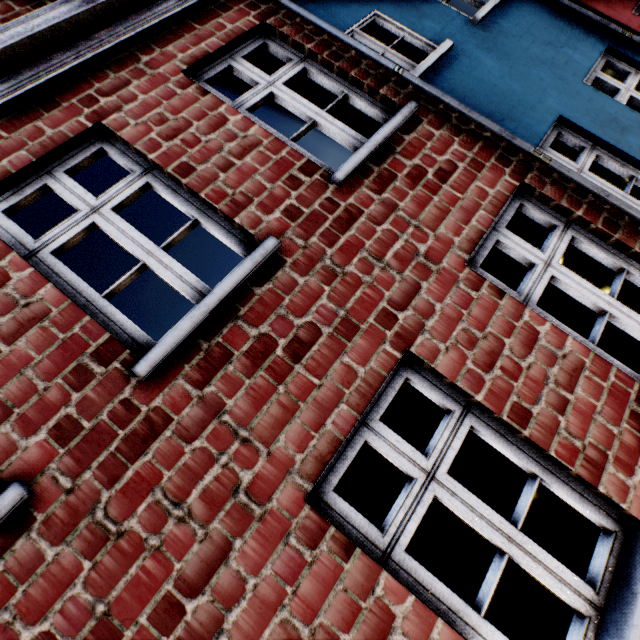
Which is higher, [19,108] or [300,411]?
[19,108]
